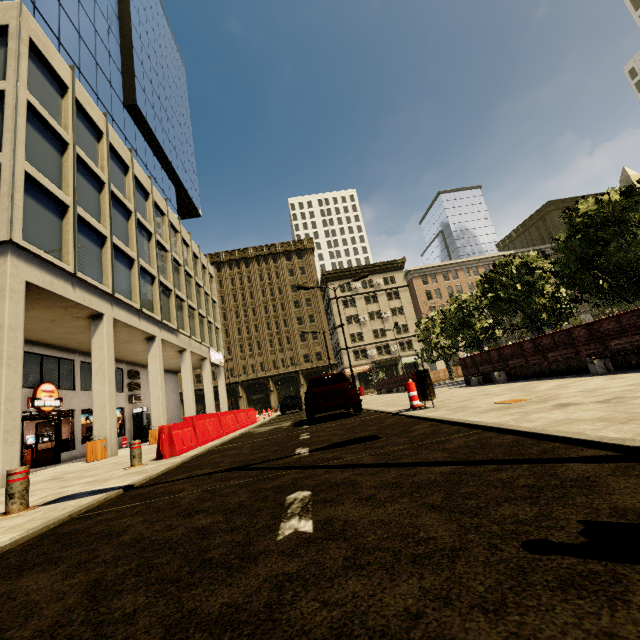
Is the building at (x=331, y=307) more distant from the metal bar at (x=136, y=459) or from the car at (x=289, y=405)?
the car at (x=289, y=405)

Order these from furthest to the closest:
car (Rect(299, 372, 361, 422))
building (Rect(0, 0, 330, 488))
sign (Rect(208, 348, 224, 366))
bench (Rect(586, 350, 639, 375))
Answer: sign (Rect(208, 348, 224, 366))
building (Rect(0, 0, 330, 488))
car (Rect(299, 372, 361, 422))
bench (Rect(586, 350, 639, 375))

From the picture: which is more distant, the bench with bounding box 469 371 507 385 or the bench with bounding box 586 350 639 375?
the bench with bounding box 469 371 507 385

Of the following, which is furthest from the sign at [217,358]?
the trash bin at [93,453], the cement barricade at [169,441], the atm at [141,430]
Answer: the trash bin at [93,453]

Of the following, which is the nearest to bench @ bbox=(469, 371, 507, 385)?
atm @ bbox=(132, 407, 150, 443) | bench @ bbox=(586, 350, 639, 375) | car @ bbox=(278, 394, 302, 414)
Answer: bench @ bbox=(586, 350, 639, 375)

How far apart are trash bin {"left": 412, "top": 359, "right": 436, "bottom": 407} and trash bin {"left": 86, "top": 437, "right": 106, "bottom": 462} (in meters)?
12.23

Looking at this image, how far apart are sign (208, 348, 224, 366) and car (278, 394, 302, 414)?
7.3 meters

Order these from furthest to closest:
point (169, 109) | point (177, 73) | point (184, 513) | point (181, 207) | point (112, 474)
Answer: point (177, 73) < point (181, 207) < point (169, 109) < point (112, 474) < point (184, 513)
